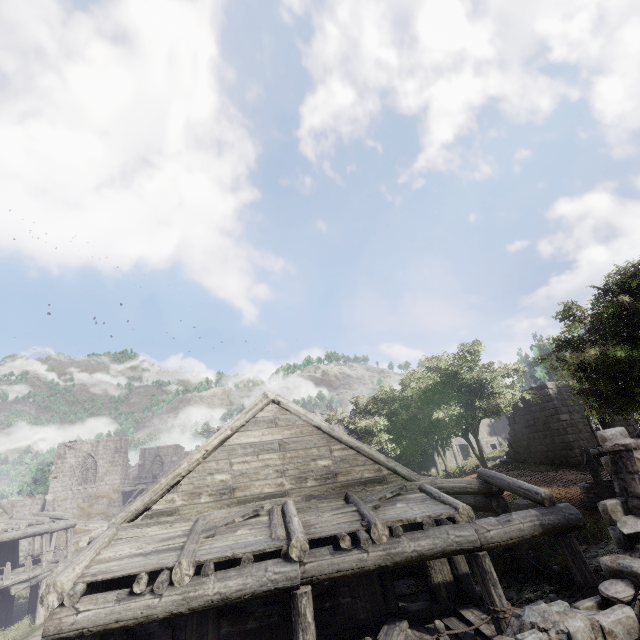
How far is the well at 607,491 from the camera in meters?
11.5 m

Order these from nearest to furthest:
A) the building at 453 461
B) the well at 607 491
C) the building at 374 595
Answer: the building at 374 595 < the well at 607 491 < the building at 453 461

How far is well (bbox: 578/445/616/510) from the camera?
11.5 meters

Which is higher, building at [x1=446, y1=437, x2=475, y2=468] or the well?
building at [x1=446, y1=437, x2=475, y2=468]

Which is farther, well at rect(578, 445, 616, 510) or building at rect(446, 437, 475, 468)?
building at rect(446, 437, 475, 468)

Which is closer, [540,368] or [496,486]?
[496,486]

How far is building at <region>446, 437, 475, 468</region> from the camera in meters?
32.5
